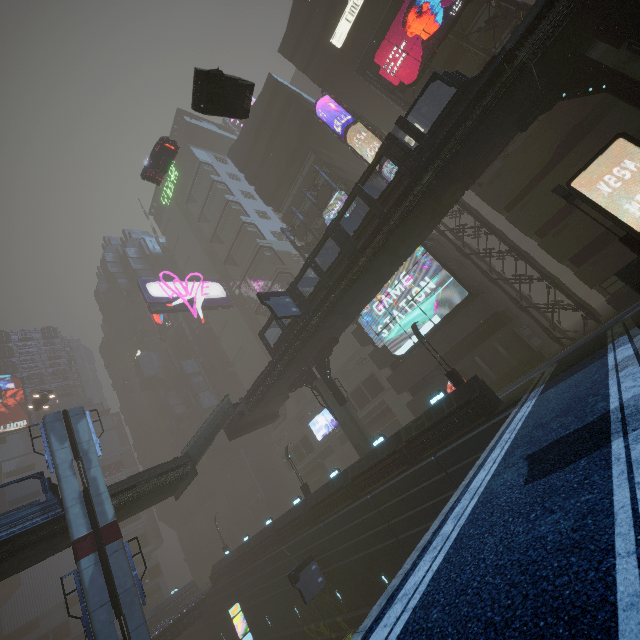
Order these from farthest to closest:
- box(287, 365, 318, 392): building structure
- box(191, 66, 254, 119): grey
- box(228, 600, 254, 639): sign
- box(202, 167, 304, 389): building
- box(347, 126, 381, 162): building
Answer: box(202, 167, 304, 389): building, box(228, 600, 254, 639): sign, box(347, 126, 381, 162): building, box(287, 365, 318, 392): building structure, box(191, 66, 254, 119): grey

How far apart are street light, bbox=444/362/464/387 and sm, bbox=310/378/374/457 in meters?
9.4 m

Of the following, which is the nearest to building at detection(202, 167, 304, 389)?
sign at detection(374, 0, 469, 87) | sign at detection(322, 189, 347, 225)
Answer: sign at detection(374, 0, 469, 87)

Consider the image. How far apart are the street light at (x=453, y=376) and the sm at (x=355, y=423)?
9.4 meters

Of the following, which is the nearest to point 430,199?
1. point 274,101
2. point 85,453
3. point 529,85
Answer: point 529,85

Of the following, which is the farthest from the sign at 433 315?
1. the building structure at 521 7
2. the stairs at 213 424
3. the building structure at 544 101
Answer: the stairs at 213 424

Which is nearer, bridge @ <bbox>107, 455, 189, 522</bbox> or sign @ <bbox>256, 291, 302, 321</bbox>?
bridge @ <bbox>107, 455, 189, 522</bbox>

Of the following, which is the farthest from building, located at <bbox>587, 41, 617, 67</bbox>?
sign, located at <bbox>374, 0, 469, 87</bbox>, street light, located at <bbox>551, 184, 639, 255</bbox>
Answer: sign, located at <bbox>374, 0, 469, 87</bbox>
